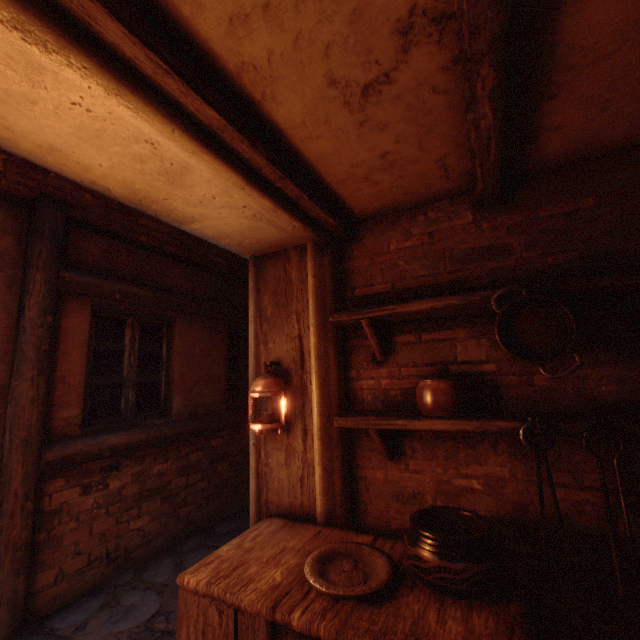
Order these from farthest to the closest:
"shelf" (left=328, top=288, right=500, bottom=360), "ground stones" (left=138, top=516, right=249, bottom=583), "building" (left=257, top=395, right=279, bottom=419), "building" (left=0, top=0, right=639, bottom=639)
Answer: "ground stones" (left=138, top=516, right=249, bottom=583), "building" (left=257, top=395, right=279, bottom=419), "shelf" (left=328, top=288, right=500, bottom=360), "building" (left=0, top=0, right=639, bottom=639)

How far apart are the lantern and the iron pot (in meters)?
1.37

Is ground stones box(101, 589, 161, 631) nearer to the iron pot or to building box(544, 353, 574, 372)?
building box(544, 353, 574, 372)

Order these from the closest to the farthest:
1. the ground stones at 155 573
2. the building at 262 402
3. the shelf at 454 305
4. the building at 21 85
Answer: the building at 21 85 → the shelf at 454 305 → the building at 262 402 → the ground stones at 155 573

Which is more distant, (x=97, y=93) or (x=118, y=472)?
(x=118, y=472)

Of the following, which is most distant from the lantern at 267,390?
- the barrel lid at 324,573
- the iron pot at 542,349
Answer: the iron pot at 542,349

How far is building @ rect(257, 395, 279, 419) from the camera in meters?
2.4

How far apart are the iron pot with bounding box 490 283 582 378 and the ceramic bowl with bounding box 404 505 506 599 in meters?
0.8
